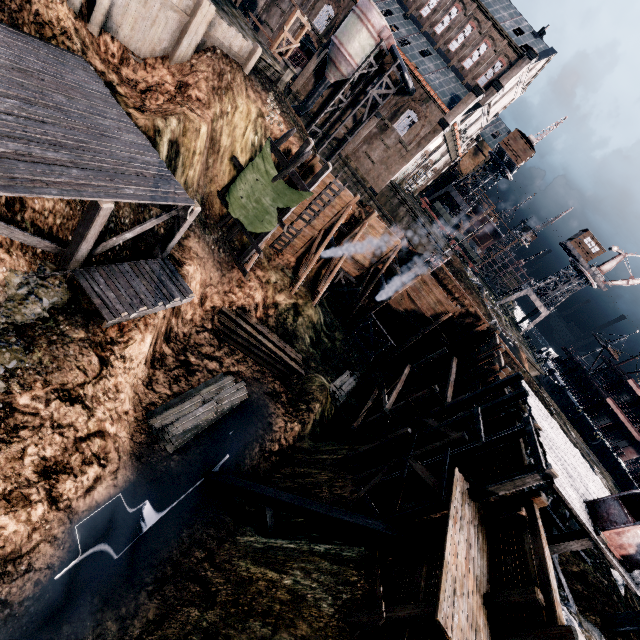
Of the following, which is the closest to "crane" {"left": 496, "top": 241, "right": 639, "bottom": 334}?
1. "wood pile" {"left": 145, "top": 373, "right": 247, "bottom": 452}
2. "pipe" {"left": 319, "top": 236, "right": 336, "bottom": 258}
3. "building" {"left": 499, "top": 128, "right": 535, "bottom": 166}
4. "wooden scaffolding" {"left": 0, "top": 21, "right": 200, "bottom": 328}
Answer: "building" {"left": 499, "top": 128, "right": 535, "bottom": 166}

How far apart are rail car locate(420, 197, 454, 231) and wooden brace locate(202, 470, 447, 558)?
50.7 meters

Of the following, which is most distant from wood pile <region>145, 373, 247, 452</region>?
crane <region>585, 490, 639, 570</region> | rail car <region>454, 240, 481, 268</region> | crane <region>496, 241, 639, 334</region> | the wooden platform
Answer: crane <region>496, 241, 639, 334</region>

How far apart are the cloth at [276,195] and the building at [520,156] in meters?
49.2

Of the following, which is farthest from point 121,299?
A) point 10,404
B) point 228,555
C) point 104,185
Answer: point 228,555

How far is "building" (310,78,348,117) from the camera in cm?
4319

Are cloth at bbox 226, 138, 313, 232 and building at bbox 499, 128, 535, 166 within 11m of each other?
no

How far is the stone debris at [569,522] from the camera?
14.8 meters
